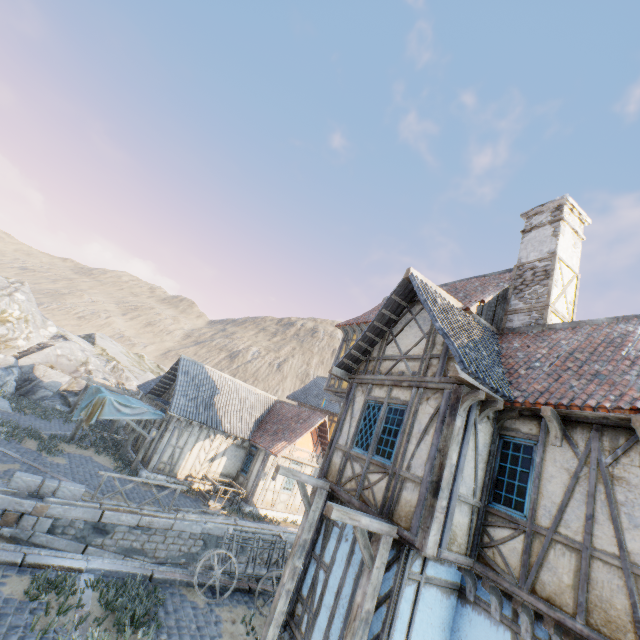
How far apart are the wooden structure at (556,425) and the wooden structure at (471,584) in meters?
2.8 m

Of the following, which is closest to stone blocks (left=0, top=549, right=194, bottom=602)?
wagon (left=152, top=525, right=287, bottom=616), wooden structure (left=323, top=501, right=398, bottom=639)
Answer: wagon (left=152, top=525, right=287, bottom=616)

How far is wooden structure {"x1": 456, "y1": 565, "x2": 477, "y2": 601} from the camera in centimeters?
600cm

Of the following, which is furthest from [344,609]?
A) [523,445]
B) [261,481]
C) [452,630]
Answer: [261,481]

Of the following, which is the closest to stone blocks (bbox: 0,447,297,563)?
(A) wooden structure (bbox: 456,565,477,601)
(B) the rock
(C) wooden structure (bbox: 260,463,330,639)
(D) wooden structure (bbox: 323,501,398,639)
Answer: (B) the rock

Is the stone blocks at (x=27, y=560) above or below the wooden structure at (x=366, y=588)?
below

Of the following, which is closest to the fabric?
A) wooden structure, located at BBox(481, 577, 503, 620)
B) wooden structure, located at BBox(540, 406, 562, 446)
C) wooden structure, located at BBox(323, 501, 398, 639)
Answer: wooden structure, located at BBox(323, 501, 398, 639)
